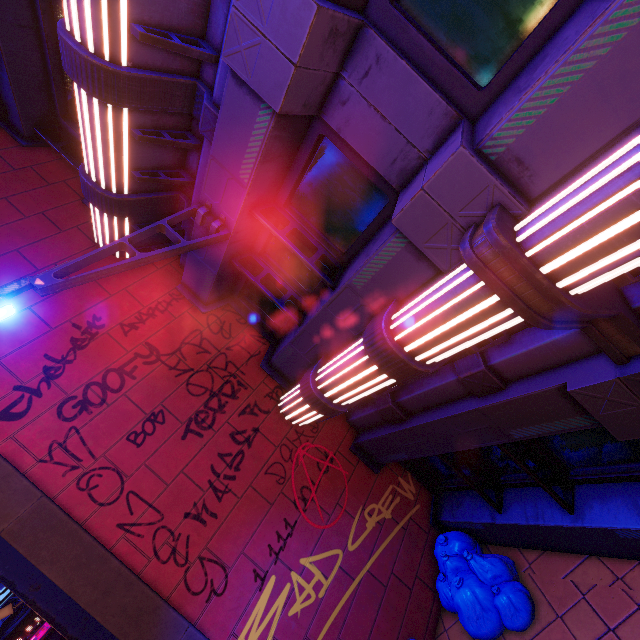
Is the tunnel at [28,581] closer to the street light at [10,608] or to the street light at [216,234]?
the street light at [10,608]

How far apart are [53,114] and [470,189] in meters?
7.8 m

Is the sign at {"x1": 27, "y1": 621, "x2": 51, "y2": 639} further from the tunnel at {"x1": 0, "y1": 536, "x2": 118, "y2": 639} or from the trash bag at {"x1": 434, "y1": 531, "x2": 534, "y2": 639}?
the trash bag at {"x1": 434, "y1": 531, "x2": 534, "y2": 639}

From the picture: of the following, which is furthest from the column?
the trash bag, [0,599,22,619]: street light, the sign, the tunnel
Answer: the sign

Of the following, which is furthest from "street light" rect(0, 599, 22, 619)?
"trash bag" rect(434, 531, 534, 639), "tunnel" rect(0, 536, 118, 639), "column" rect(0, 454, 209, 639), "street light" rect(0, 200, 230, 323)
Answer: "street light" rect(0, 200, 230, 323)

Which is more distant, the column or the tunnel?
the tunnel

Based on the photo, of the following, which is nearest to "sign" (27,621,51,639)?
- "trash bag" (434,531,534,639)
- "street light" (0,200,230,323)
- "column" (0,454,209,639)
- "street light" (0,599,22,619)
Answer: "street light" (0,599,22,619)

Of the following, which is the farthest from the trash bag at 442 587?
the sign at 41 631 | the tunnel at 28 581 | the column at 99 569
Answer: the sign at 41 631
